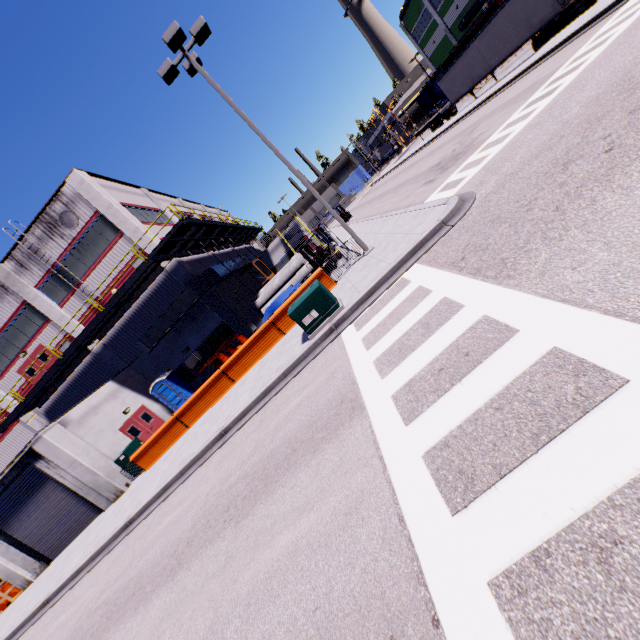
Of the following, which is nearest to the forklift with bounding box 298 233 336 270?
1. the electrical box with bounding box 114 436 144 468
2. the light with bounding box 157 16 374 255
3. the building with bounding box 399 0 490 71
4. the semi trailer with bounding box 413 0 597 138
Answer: the semi trailer with bounding box 413 0 597 138

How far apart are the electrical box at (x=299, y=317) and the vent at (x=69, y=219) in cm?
1772

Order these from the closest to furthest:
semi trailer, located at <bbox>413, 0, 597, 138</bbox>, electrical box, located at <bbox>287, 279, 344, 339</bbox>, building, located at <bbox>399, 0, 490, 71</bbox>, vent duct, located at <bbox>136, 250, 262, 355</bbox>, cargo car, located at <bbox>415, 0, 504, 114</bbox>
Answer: electrical box, located at <bbox>287, 279, 344, 339</bbox> < semi trailer, located at <bbox>413, 0, 597, 138</bbox> < vent duct, located at <bbox>136, 250, 262, 355</bbox> < cargo car, located at <bbox>415, 0, 504, 114</bbox> < building, located at <bbox>399, 0, 490, 71</bbox>

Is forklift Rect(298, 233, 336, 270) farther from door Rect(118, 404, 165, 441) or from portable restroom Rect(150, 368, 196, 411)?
door Rect(118, 404, 165, 441)

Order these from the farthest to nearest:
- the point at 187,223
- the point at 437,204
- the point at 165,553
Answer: the point at 187,223 → the point at 437,204 → the point at 165,553

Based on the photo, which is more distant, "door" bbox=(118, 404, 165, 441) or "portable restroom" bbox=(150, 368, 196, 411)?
"portable restroom" bbox=(150, 368, 196, 411)

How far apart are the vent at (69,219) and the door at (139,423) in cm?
1192

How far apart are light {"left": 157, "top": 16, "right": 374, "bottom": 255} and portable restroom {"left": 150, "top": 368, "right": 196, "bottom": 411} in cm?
1573
